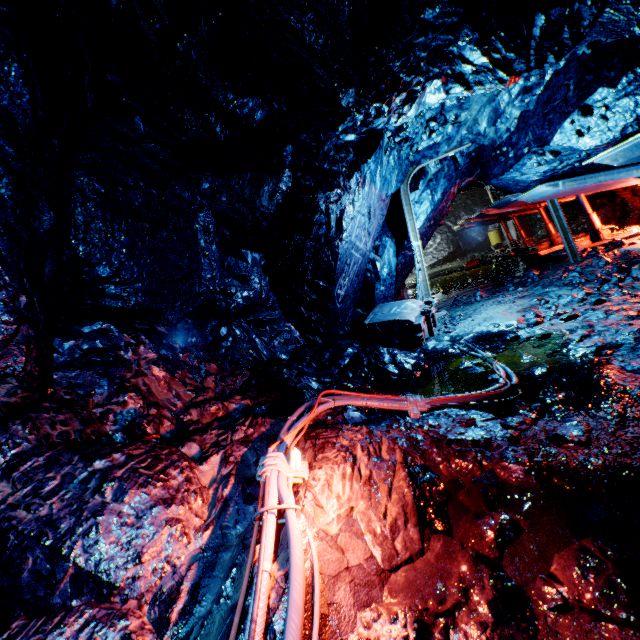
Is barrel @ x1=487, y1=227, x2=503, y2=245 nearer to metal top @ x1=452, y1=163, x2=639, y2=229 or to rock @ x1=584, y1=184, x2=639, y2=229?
rock @ x1=584, y1=184, x2=639, y2=229

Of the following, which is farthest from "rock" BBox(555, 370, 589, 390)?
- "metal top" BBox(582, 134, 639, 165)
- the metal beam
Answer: the metal beam

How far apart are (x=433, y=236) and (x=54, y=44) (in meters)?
23.57

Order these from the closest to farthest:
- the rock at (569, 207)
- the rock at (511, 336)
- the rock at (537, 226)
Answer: the rock at (511, 336) < the rock at (569, 207) < the rock at (537, 226)

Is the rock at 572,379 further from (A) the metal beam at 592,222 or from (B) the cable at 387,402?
(A) the metal beam at 592,222

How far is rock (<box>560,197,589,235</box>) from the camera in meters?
12.9 m
